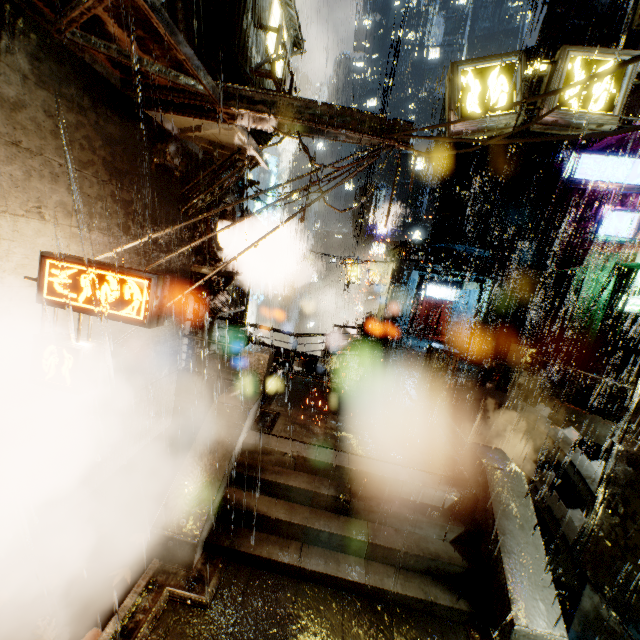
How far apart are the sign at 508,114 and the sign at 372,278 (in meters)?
19.89

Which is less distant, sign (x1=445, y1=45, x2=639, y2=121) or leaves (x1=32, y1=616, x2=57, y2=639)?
leaves (x1=32, y1=616, x2=57, y2=639)

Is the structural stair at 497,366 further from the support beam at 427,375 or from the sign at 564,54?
the sign at 564,54

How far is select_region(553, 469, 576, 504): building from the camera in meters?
11.1 m

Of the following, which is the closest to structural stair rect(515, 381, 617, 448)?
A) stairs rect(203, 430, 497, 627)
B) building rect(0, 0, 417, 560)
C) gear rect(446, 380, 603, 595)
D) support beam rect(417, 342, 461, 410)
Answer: building rect(0, 0, 417, 560)

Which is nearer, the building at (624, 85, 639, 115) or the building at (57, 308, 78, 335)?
the building at (57, 308, 78, 335)

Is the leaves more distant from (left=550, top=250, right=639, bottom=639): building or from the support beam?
the support beam

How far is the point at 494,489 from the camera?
6.88m
